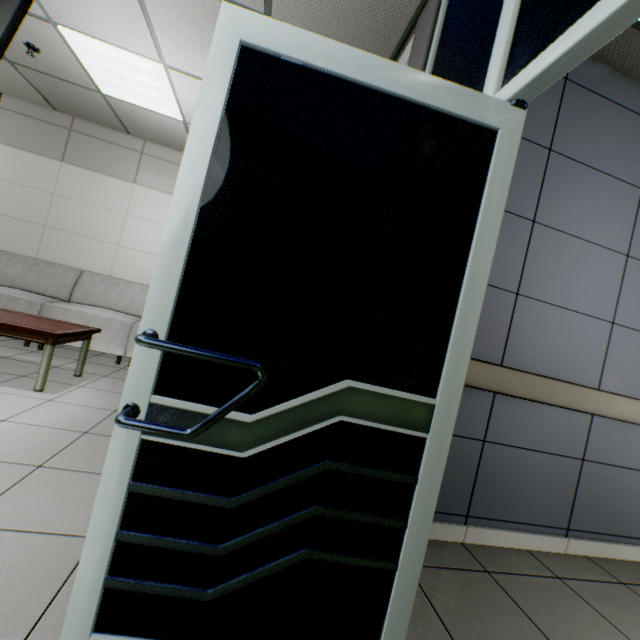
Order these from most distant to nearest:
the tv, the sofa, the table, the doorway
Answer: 1. the sofa
2. the table
3. the tv
4. the doorway

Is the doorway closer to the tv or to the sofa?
the sofa

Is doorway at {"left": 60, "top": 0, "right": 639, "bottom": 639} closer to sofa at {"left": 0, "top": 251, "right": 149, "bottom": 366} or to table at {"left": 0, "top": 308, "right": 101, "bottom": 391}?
sofa at {"left": 0, "top": 251, "right": 149, "bottom": 366}

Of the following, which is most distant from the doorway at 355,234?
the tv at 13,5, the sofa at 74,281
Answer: the tv at 13,5

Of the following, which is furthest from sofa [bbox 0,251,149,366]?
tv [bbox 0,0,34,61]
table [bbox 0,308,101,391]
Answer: tv [bbox 0,0,34,61]

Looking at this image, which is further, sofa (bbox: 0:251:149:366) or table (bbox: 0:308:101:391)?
sofa (bbox: 0:251:149:366)

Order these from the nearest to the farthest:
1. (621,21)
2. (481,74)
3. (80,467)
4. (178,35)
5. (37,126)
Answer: (621,21) → (481,74) → (80,467) → (178,35) → (37,126)

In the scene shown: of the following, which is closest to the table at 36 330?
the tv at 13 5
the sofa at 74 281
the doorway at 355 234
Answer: the sofa at 74 281
